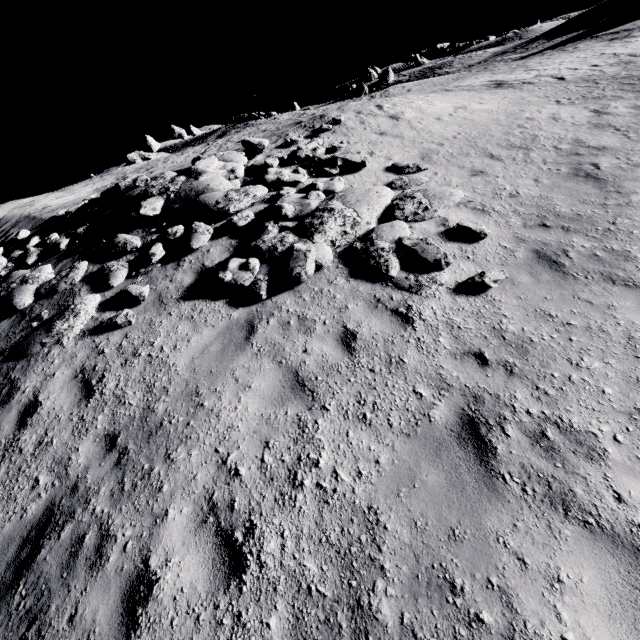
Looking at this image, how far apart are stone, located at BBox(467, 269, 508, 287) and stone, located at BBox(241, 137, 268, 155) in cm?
913

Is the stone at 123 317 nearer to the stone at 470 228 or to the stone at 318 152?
the stone at 470 228

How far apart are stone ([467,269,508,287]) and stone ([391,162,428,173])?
4.8 meters

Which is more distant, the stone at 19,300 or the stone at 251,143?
the stone at 251,143

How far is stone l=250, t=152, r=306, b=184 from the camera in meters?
9.6 m

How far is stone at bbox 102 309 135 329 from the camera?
6.76m

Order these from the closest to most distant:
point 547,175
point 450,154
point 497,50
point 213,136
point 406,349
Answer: point 406,349 → point 547,175 → point 450,154 → point 213,136 → point 497,50

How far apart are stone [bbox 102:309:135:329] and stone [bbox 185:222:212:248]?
2.2 meters
